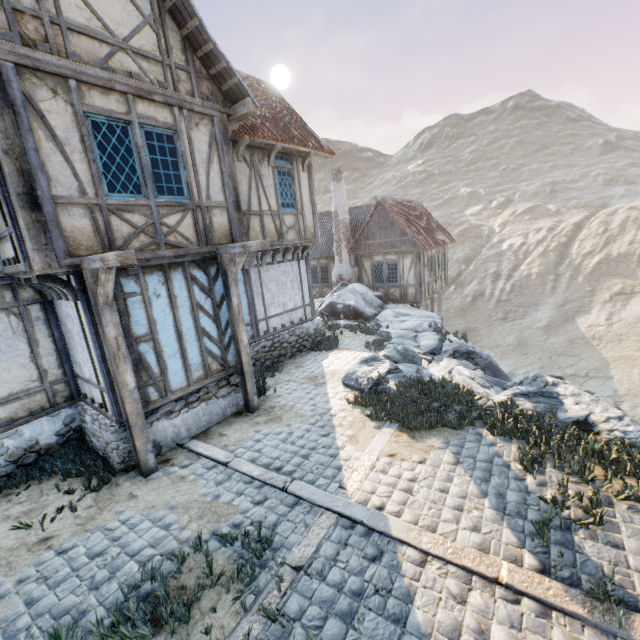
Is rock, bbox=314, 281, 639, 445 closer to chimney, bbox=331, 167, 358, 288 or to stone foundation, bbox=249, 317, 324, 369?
chimney, bbox=331, 167, 358, 288

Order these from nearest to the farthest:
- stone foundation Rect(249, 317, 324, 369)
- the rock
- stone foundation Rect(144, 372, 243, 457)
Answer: the rock
stone foundation Rect(144, 372, 243, 457)
stone foundation Rect(249, 317, 324, 369)

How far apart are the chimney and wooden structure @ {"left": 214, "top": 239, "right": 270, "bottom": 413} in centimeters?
1252cm

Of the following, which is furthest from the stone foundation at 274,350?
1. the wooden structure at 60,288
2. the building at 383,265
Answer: the building at 383,265

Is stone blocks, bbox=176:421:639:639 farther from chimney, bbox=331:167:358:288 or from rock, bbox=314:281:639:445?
chimney, bbox=331:167:358:288

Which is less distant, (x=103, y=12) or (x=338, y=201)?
(x=103, y=12)

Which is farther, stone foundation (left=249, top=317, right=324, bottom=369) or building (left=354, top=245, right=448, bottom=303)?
building (left=354, top=245, right=448, bottom=303)

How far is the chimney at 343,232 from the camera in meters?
18.9
